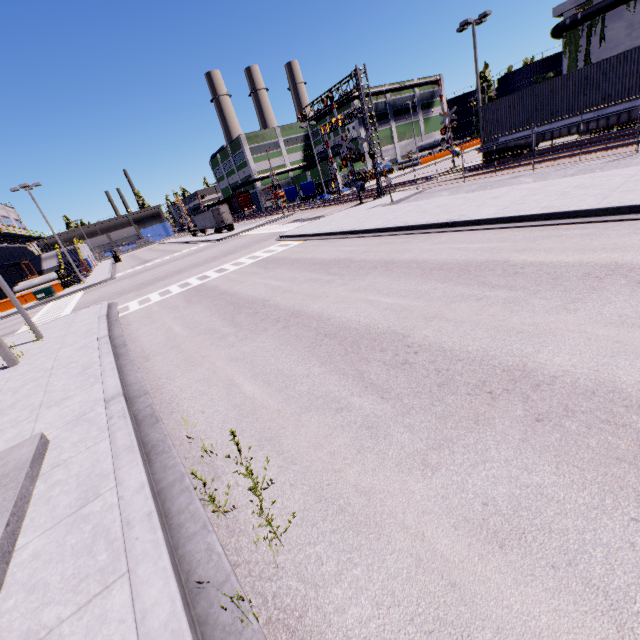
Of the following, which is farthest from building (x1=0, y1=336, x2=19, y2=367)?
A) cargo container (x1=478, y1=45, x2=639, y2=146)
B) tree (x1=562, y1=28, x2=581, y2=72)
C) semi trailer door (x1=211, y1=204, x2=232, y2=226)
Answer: semi trailer door (x1=211, y1=204, x2=232, y2=226)

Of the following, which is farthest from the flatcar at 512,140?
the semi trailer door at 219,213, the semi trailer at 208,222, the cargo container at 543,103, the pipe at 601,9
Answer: the semi trailer door at 219,213

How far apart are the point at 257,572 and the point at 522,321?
5.0m

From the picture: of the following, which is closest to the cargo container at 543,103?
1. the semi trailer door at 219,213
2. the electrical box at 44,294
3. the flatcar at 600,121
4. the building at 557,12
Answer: the flatcar at 600,121

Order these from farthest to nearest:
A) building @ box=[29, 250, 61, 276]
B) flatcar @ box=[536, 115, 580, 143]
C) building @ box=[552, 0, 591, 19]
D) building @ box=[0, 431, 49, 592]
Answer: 1. building @ box=[29, 250, 61, 276]
2. building @ box=[552, 0, 591, 19]
3. flatcar @ box=[536, 115, 580, 143]
4. building @ box=[0, 431, 49, 592]

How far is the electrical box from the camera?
29.2 meters

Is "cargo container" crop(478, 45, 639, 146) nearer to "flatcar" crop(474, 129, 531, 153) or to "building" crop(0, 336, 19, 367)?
"flatcar" crop(474, 129, 531, 153)

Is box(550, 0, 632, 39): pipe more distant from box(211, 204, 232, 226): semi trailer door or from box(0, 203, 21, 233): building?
box(211, 204, 232, 226): semi trailer door
